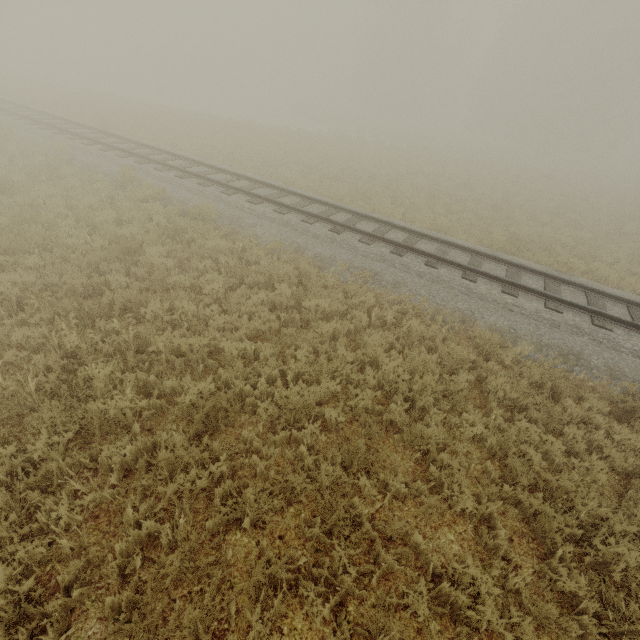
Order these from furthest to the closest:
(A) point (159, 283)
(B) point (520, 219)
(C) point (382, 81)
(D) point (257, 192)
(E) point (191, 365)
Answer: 1. (C) point (382, 81)
2. (B) point (520, 219)
3. (D) point (257, 192)
4. (A) point (159, 283)
5. (E) point (191, 365)
